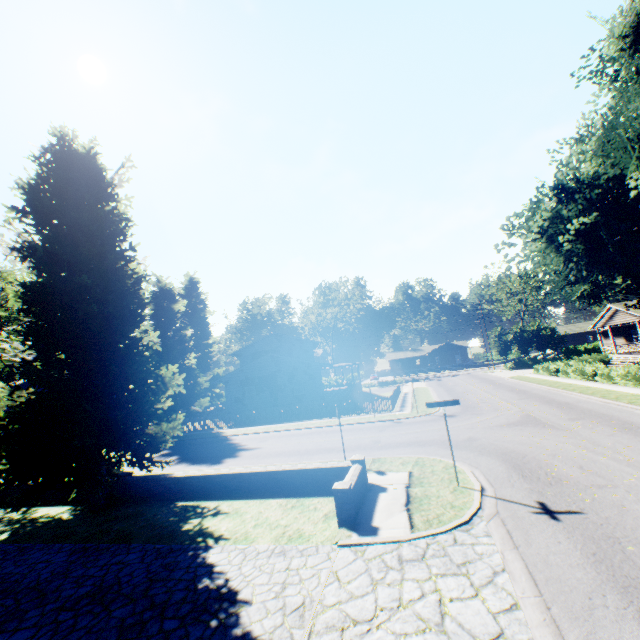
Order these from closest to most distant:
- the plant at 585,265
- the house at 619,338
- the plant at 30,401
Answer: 1. the plant at 30,401
2. the plant at 585,265
3. the house at 619,338

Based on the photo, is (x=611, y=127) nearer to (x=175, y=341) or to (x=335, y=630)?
(x=335, y=630)

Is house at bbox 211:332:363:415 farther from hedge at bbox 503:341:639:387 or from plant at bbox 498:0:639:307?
hedge at bbox 503:341:639:387

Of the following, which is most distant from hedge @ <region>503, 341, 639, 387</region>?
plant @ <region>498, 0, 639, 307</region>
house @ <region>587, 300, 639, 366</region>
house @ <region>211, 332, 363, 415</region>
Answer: house @ <region>211, 332, 363, 415</region>

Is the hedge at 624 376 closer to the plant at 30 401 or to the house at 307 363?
the plant at 30 401

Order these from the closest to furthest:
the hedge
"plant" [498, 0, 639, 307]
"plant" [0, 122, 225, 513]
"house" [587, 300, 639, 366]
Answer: "plant" [0, 122, 225, 513]
"plant" [498, 0, 639, 307]
the hedge
"house" [587, 300, 639, 366]

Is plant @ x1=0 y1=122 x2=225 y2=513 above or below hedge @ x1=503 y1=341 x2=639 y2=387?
above

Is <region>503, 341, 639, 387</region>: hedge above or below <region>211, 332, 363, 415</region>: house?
below
